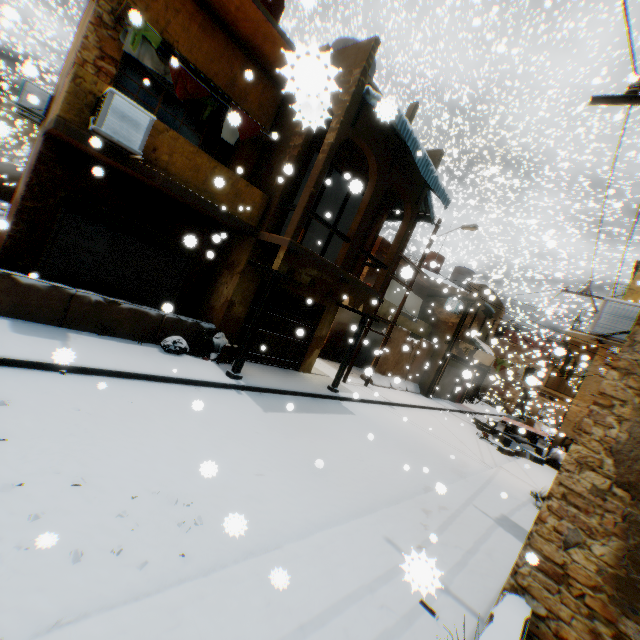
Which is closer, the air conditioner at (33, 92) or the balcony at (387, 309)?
the air conditioner at (33, 92)

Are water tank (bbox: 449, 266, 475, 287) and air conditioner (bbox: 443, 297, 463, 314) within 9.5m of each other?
yes

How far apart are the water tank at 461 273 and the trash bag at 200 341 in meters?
20.6

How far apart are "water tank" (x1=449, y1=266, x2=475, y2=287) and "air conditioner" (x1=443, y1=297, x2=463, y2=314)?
4.8 meters

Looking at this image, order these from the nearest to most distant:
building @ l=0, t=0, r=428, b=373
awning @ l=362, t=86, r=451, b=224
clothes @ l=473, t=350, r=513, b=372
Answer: awning @ l=362, t=86, r=451, b=224
building @ l=0, t=0, r=428, b=373
clothes @ l=473, t=350, r=513, b=372

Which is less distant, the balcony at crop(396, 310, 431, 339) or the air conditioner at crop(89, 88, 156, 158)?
the air conditioner at crop(89, 88, 156, 158)

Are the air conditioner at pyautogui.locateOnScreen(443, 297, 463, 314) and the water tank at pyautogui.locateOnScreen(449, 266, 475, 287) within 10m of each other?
yes

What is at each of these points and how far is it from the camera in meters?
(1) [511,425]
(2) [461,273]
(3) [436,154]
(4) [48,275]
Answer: (1) cart, 17.9 m
(2) water tank, 25.1 m
(3) building, 11.6 m
(4) rolling overhead door, 8.0 m
